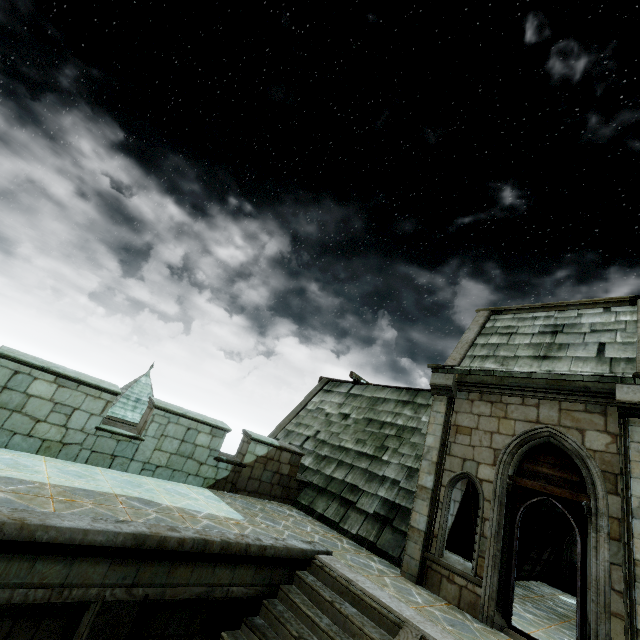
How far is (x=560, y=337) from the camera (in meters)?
8.63
